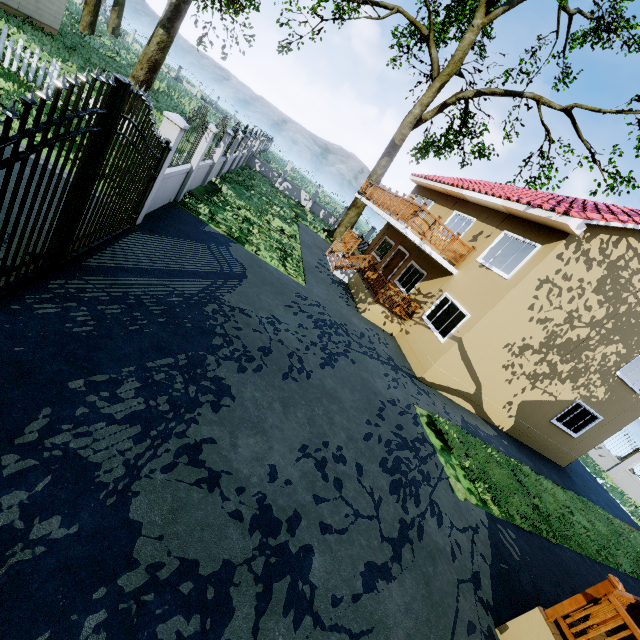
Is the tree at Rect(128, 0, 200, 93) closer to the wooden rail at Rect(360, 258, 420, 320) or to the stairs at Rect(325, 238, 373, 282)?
the stairs at Rect(325, 238, 373, 282)

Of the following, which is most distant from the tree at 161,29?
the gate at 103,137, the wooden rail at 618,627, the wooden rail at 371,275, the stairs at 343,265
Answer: the wooden rail at 618,627

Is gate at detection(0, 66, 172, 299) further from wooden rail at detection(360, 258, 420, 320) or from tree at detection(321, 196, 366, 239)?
wooden rail at detection(360, 258, 420, 320)

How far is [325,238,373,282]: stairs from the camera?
16.16m

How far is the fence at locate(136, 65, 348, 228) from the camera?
7.2m

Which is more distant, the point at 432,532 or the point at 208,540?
the point at 432,532

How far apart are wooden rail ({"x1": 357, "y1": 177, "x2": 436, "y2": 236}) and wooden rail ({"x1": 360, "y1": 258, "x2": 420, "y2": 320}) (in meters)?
2.06

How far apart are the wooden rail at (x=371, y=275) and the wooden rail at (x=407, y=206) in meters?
2.1
